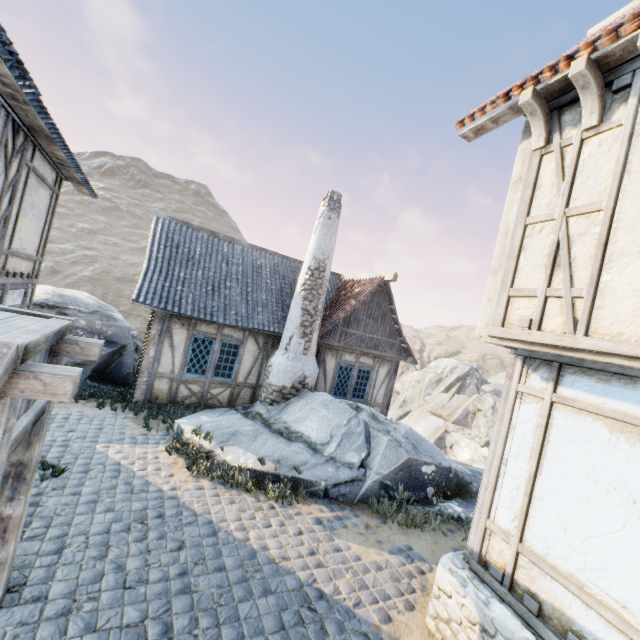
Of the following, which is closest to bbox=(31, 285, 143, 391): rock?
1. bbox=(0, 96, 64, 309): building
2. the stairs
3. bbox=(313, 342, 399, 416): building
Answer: bbox=(0, 96, 64, 309): building

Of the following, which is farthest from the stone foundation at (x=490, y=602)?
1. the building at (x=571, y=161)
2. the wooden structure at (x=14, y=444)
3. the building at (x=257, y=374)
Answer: the building at (x=257, y=374)

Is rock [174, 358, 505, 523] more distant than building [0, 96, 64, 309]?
Yes

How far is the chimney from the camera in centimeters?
1009cm

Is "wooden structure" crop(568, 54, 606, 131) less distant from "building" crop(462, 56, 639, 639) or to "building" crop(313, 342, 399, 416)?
"building" crop(462, 56, 639, 639)

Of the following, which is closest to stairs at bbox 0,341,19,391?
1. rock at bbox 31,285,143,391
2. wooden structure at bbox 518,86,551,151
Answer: wooden structure at bbox 518,86,551,151

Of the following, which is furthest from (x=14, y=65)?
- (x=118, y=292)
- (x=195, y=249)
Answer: (x=118, y=292)

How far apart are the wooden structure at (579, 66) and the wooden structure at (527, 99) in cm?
39
